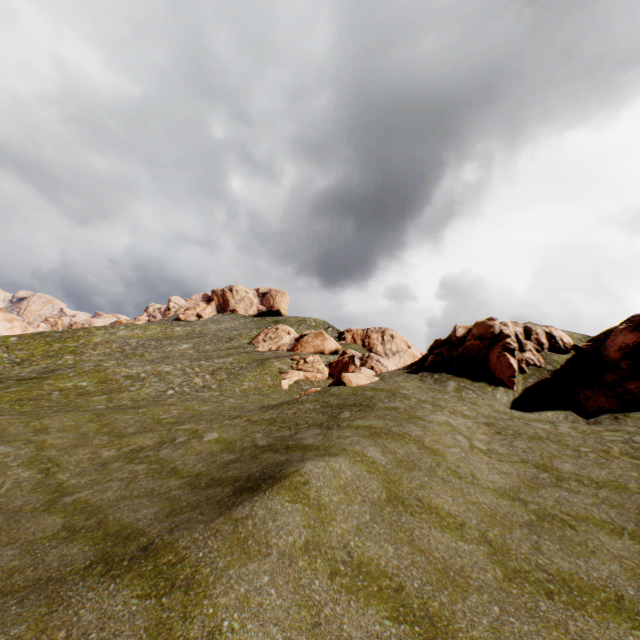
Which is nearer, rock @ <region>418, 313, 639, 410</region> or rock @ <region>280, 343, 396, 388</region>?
rock @ <region>418, 313, 639, 410</region>

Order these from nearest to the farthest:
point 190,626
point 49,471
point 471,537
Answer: point 190,626, point 471,537, point 49,471

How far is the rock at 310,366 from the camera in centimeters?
2470cm

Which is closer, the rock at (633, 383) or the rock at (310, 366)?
the rock at (633, 383)

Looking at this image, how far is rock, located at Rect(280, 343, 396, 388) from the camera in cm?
2470
